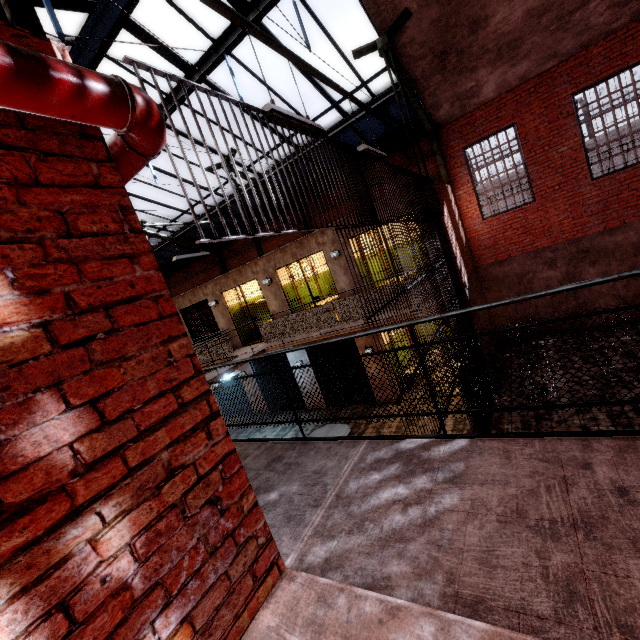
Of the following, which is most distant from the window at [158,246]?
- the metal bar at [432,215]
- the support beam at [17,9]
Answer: the metal bar at [432,215]

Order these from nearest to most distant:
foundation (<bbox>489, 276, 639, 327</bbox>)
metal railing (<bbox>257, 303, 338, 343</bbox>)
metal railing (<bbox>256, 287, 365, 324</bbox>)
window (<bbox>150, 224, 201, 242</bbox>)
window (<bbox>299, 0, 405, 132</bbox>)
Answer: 1. window (<bbox>299, 0, 405, 132</bbox>)
2. metal railing (<bbox>256, 287, 365, 324</bbox>)
3. metal railing (<bbox>257, 303, 338, 343</bbox>)
4. foundation (<bbox>489, 276, 639, 327</bbox>)
5. window (<bbox>150, 224, 201, 242</bbox>)

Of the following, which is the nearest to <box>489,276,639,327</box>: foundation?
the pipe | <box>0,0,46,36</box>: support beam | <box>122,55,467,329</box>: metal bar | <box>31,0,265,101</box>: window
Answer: <box>0,0,46,36</box>: support beam

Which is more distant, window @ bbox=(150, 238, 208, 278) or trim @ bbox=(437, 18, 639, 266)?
window @ bbox=(150, 238, 208, 278)

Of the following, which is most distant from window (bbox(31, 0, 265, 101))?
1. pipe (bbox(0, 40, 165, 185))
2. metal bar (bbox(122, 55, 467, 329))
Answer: metal bar (bbox(122, 55, 467, 329))

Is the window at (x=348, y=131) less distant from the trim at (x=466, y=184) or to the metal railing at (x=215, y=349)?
the trim at (x=466, y=184)

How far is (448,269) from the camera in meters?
7.6 m

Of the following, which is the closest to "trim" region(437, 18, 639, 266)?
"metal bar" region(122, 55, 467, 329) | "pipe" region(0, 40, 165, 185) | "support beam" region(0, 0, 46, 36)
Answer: "support beam" region(0, 0, 46, 36)
